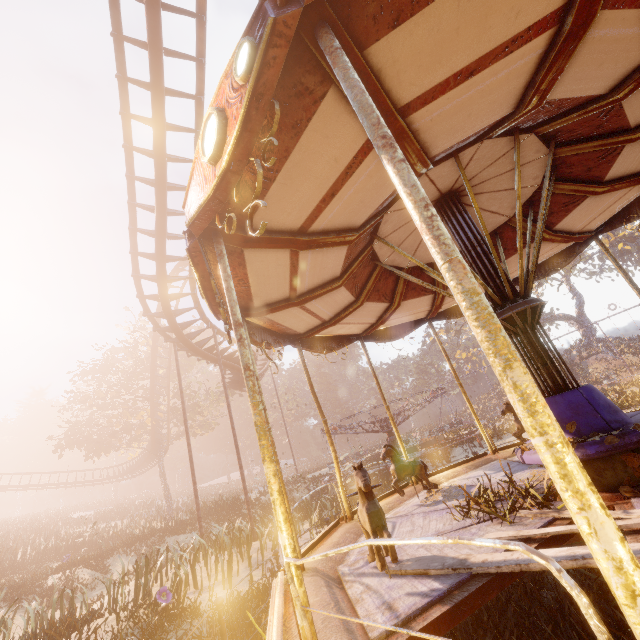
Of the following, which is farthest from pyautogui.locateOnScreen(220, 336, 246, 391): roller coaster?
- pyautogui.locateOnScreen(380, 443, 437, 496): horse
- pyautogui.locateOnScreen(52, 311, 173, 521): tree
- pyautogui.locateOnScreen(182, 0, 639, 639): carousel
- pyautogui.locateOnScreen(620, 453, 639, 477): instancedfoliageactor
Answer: pyautogui.locateOnScreen(380, 443, 437, 496): horse

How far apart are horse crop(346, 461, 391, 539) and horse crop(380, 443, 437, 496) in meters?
2.1 m

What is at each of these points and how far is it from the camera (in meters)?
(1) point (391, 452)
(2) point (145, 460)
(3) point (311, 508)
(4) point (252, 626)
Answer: (1) horse, 5.71
(2) roller coaster, 35.88
(3) instancedfoliageactor, 16.53
(4) instancedfoliageactor, 6.56

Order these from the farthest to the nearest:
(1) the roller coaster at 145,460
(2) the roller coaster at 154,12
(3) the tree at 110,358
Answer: (1) the roller coaster at 145,460 < (3) the tree at 110,358 < (2) the roller coaster at 154,12

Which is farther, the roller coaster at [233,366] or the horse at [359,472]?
the roller coaster at [233,366]

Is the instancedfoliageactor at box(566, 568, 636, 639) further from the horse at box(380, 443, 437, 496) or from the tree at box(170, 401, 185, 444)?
the tree at box(170, 401, 185, 444)

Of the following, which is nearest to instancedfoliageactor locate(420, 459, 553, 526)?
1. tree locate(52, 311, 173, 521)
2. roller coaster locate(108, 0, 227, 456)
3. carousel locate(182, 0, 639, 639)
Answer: carousel locate(182, 0, 639, 639)
